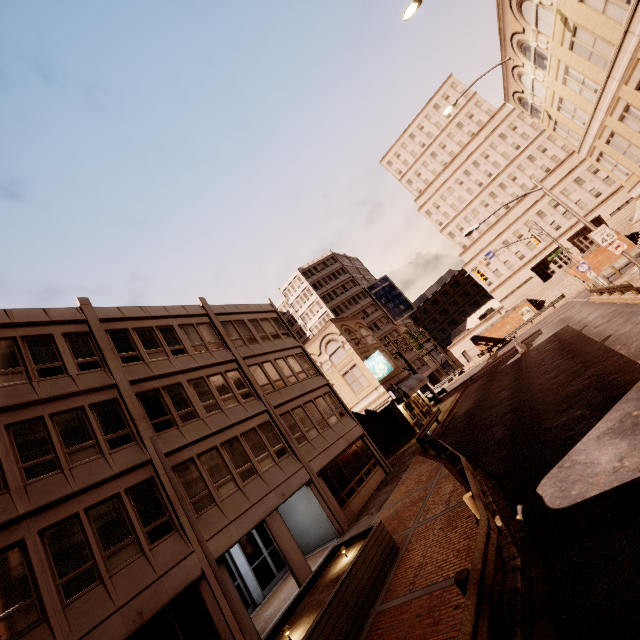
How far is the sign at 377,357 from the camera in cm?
2981

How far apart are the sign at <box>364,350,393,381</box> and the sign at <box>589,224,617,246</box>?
16.9 meters

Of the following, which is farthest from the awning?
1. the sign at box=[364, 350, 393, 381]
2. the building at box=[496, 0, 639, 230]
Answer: the building at box=[496, 0, 639, 230]

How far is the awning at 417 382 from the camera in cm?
2923

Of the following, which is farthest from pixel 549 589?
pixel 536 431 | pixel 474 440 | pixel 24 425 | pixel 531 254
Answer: pixel 531 254

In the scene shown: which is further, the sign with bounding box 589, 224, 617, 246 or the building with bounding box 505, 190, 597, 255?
the building with bounding box 505, 190, 597, 255

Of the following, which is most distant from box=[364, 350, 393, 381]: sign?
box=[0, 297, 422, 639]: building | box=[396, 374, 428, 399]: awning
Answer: box=[396, 374, 428, 399]: awning

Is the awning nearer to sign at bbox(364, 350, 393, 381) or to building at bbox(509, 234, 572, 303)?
sign at bbox(364, 350, 393, 381)
